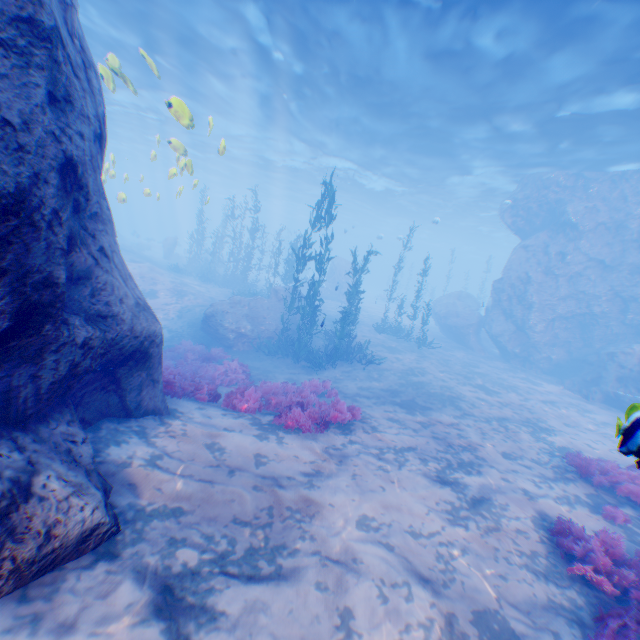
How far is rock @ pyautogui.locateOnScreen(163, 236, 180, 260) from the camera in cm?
3494

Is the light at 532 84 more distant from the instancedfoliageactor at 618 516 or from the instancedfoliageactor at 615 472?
the instancedfoliageactor at 615 472

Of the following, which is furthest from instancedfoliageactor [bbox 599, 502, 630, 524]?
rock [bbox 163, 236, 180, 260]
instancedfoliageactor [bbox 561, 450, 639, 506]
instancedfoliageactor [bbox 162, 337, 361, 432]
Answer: rock [bbox 163, 236, 180, 260]

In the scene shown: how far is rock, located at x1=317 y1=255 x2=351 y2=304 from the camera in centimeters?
3270cm

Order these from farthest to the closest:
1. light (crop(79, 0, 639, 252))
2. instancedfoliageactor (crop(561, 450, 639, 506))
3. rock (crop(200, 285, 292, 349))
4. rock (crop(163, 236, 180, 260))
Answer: rock (crop(163, 236, 180, 260)), rock (crop(200, 285, 292, 349)), light (crop(79, 0, 639, 252)), instancedfoliageactor (crop(561, 450, 639, 506))

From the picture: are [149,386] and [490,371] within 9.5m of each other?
no

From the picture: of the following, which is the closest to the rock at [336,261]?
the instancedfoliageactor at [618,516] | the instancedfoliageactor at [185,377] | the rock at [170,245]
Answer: the instancedfoliageactor at [185,377]

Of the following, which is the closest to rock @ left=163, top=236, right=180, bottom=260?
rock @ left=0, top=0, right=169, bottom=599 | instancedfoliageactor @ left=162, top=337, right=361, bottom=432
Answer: rock @ left=0, top=0, right=169, bottom=599
